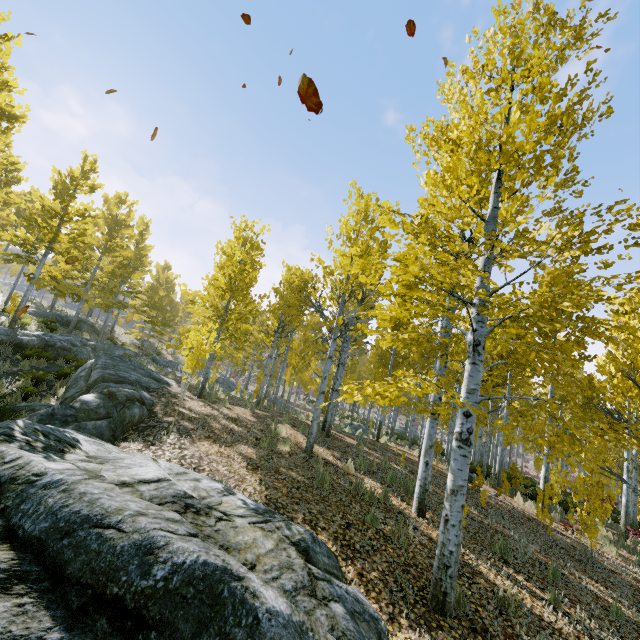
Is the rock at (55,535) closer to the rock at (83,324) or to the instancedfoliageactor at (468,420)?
the instancedfoliageactor at (468,420)

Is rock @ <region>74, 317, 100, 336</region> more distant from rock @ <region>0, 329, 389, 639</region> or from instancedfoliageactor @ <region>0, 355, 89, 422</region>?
rock @ <region>0, 329, 389, 639</region>

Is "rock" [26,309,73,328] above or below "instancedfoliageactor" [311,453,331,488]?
above

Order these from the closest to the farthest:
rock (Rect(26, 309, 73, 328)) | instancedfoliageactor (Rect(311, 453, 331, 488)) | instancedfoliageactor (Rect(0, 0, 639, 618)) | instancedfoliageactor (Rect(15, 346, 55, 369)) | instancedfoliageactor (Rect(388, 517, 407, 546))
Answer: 1. instancedfoliageactor (Rect(0, 0, 639, 618))
2. instancedfoliageactor (Rect(388, 517, 407, 546))
3. instancedfoliageactor (Rect(311, 453, 331, 488))
4. instancedfoliageactor (Rect(15, 346, 55, 369))
5. rock (Rect(26, 309, 73, 328))

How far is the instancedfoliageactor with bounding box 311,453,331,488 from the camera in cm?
660

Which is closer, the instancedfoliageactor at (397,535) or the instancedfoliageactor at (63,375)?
the instancedfoliageactor at (397,535)

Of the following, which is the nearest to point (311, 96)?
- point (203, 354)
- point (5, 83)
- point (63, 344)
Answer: point (203, 354)
